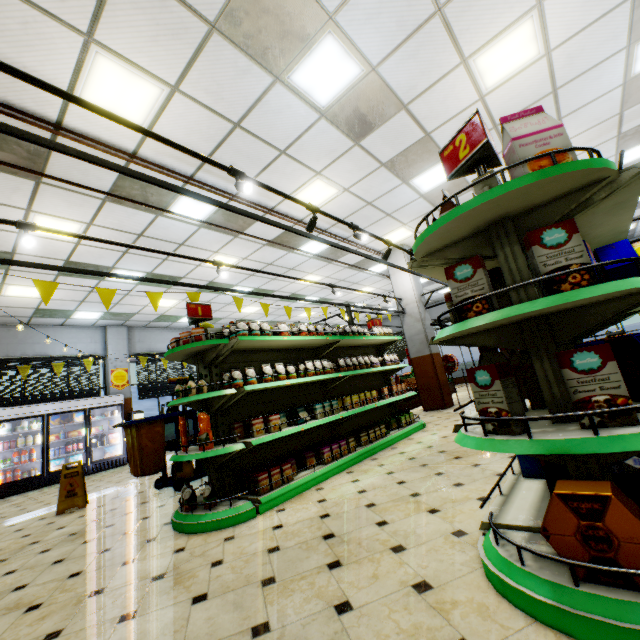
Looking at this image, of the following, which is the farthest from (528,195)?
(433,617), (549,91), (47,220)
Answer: (47,220)

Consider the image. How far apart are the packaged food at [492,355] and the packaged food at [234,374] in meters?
2.6 m

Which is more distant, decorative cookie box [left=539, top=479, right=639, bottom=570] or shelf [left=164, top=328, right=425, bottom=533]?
shelf [left=164, top=328, right=425, bottom=533]

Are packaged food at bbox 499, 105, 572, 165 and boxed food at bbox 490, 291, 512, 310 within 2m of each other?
yes

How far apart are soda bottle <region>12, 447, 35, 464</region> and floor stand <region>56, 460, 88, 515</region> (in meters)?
5.10

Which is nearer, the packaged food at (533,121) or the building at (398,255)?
the packaged food at (533,121)

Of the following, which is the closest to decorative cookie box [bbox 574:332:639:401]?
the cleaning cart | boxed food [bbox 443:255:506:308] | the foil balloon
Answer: boxed food [bbox 443:255:506:308]

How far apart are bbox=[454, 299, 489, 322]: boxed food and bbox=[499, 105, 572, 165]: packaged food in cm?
43
